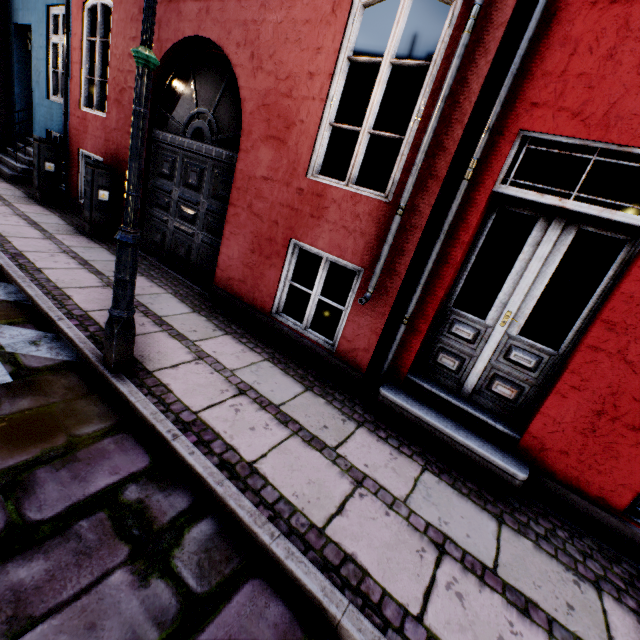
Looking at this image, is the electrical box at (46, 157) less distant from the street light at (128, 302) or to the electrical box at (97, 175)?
the street light at (128, 302)

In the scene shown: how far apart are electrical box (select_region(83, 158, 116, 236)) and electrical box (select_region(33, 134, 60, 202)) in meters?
2.1

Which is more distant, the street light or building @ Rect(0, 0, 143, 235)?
building @ Rect(0, 0, 143, 235)

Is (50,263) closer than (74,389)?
No

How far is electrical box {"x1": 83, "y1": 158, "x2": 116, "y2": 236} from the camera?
5.63m

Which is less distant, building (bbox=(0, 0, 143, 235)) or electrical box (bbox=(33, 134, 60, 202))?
building (bbox=(0, 0, 143, 235))

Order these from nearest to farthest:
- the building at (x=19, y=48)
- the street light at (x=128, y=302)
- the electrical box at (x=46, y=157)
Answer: the street light at (x=128, y=302) → the building at (x=19, y=48) → the electrical box at (x=46, y=157)

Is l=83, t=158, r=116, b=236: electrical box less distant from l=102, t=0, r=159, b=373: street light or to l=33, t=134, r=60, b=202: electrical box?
l=33, t=134, r=60, b=202: electrical box
